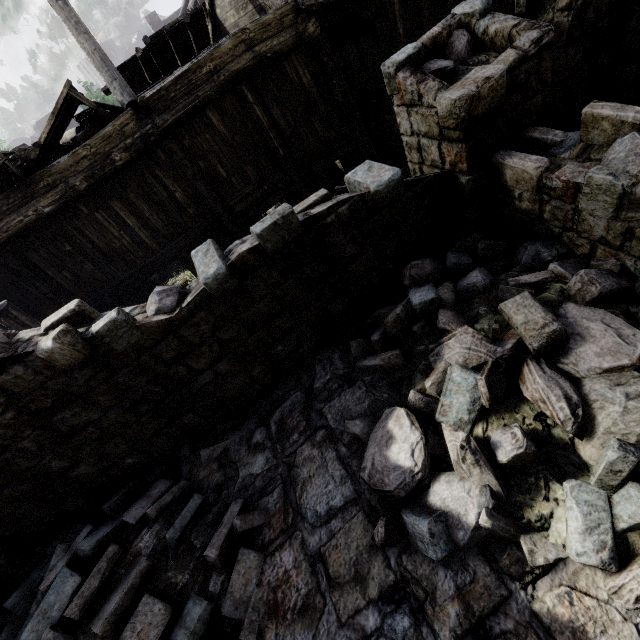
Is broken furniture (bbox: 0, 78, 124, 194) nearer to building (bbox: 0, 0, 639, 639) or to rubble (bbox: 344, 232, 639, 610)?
building (bbox: 0, 0, 639, 639)

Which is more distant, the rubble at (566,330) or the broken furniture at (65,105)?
the broken furniture at (65,105)

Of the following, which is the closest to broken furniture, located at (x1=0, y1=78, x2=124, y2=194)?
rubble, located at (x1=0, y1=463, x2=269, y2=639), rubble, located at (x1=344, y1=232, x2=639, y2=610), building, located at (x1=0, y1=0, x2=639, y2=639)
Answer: building, located at (x1=0, y1=0, x2=639, y2=639)

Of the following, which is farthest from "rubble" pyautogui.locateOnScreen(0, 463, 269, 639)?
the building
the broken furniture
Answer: the broken furniture

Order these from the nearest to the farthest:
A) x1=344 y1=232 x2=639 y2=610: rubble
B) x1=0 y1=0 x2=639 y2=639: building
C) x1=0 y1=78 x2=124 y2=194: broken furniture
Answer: x1=344 y1=232 x2=639 y2=610: rubble → x1=0 y1=0 x2=639 y2=639: building → x1=0 y1=78 x2=124 y2=194: broken furniture

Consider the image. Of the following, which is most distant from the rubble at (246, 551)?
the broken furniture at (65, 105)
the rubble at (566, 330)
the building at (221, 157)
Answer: the broken furniture at (65, 105)

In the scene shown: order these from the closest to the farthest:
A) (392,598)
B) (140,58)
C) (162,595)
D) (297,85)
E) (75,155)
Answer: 1. (392,598)
2. (162,595)
3. (75,155)
4. (297,85)
5. (140,58)

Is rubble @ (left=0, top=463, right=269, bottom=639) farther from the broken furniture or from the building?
the broken furniture
